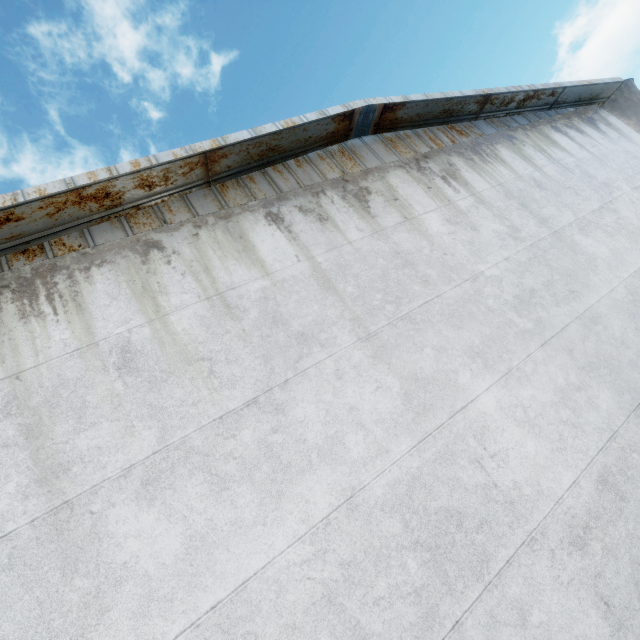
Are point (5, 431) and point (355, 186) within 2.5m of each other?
no
